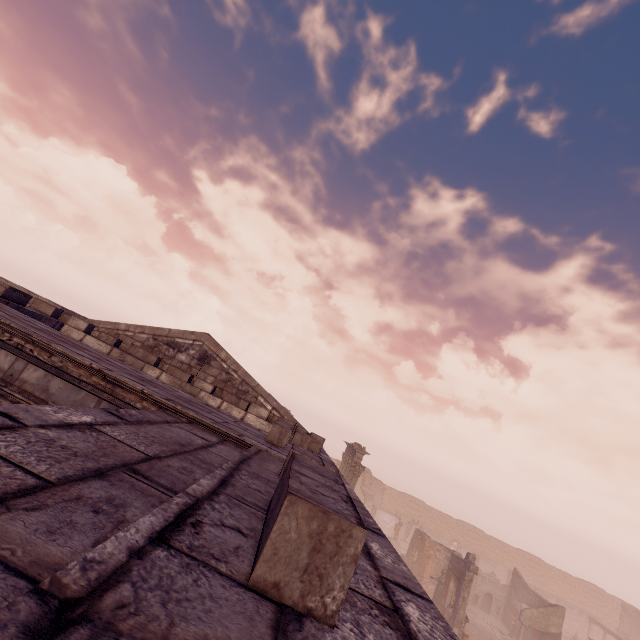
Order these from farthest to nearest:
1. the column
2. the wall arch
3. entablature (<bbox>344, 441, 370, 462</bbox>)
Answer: the wall arch → entablature (<bbox>344, 441, 370, 462</bbox>) → the column

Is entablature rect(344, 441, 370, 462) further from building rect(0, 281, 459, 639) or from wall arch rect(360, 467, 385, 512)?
building rect(0, 281, 459, 639)

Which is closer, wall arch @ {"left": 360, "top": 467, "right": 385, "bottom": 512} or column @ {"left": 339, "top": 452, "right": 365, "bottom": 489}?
column @ {"left": 339, "top": 452, "right": 365, "bottom": 489}

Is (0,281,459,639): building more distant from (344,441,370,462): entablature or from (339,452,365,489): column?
(344,441,370,462): entablature

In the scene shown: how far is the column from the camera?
22.1m

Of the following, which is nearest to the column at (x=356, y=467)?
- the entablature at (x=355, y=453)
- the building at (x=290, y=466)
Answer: the entablature at (x=355, y=453)

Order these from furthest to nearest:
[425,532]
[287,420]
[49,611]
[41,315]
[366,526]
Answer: [425,532] → [41,315] → [287,420] → [366,526] → [49,611]

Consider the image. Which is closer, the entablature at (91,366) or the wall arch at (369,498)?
the entablature at (91,366)
